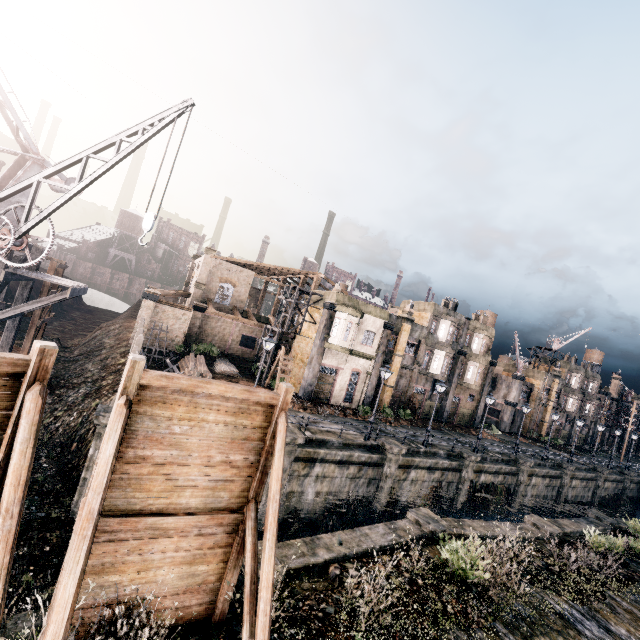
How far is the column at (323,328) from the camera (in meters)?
30.31

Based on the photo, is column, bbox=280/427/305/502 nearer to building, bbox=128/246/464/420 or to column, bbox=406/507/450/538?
column, bbox=406/507/450/538

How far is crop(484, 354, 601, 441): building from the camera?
51.0m

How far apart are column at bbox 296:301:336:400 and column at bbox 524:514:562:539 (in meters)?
17.79

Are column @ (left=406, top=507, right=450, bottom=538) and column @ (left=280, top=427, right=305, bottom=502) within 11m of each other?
yes

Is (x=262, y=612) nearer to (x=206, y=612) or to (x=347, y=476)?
(x=206, y=612)

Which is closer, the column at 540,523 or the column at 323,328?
the column at 540,523

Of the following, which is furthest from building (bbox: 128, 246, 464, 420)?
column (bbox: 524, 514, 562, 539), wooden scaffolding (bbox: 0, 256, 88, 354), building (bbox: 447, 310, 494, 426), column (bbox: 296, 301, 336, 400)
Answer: wooden scaffolding (bbox: 0, 256, 88, 354)
